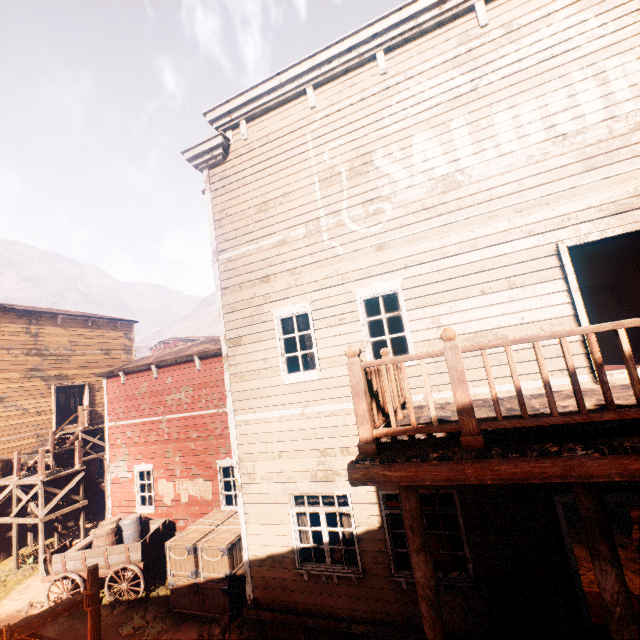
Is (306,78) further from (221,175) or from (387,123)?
(221,175)

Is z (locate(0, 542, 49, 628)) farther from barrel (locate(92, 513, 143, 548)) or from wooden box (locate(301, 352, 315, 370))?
wooden box (locate(301, 352, 315, 370))

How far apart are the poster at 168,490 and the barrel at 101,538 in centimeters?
91cm

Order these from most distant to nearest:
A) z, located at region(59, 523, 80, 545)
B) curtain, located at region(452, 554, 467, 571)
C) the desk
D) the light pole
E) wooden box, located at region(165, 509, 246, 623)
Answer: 1. the desk
2. z, located at region(59, 523, 80, 545)
3. wooden box, located at region(165, 509, 246, 623)
4. curtain, located at region(452, 554, 467, 571)
5. the light pole

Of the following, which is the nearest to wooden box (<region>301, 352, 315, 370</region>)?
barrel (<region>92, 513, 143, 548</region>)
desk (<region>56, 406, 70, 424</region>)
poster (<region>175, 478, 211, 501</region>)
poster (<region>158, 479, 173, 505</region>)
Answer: poster (<region>175, 478, 211, 501</region>)

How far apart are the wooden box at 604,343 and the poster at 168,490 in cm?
1198

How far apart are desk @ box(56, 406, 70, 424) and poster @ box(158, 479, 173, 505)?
16.0m

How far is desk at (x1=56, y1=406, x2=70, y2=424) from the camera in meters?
22.5 m
